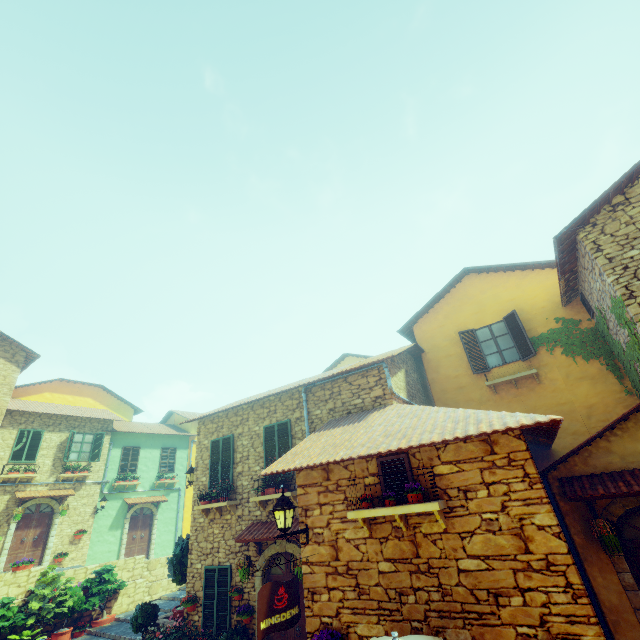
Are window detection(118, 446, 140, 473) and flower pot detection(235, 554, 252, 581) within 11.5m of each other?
no

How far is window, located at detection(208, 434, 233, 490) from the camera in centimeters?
1084cm

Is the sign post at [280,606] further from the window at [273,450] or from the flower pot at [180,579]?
the flower pot at [180,579]

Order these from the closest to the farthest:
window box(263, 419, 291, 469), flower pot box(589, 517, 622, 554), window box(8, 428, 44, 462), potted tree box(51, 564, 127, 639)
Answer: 1. flower pot box(589, 517, 622, 554)
2. window box(263, 419, 291, 469)
3. potted tree box(51, 564, 127, 639)
4. window box(8, 428, 44, 462)

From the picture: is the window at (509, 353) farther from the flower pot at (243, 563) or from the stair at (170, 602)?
the stair at (170, 602)

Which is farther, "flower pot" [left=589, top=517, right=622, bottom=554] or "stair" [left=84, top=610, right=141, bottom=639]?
"stair" [left=84, top=610, right=141, bottom=639]

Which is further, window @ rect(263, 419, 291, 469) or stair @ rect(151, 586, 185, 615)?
stair @ rect(151, 586, 185, 615)

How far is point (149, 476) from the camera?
21.33m
